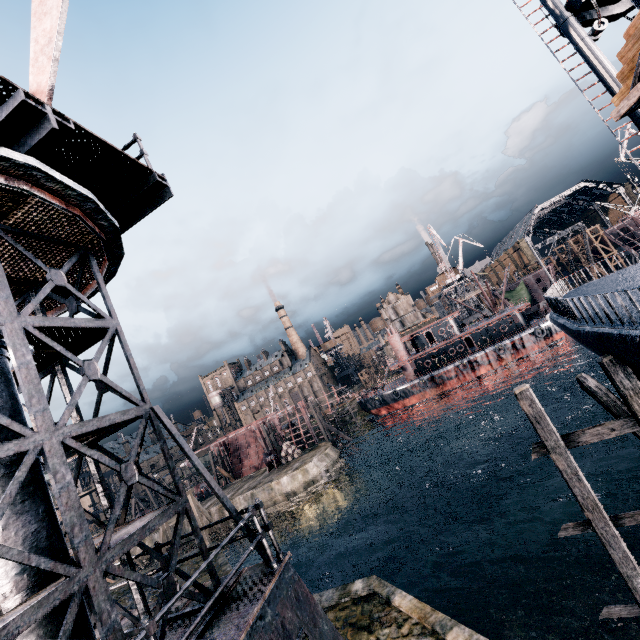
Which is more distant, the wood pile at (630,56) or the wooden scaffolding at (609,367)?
the wooden scaffolding at (609,367)

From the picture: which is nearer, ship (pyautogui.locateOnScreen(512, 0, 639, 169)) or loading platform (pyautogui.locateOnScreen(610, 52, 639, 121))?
loading platform (pyautogui.locateOnScreen(610, 52, 639, 121))

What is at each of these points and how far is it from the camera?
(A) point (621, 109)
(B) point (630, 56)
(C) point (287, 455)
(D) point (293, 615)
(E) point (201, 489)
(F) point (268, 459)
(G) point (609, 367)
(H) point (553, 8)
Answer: (A) loading platform, 5.2m
(B) wood pile, 5.4m
(C) wooden barrel, 47.5m
(D) crane, 6.0m
(E) pulley, 51.8m
(F) pulley, 47.5m
(G) wooden scaffolding, 10.0m
(H) ship, 11.2m

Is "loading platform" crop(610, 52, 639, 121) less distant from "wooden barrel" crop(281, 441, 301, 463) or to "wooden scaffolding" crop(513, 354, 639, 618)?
"wooden scaffolding" crop(513, 354, 639, 618)

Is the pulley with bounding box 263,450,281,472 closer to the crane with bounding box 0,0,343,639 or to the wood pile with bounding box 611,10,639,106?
the crane with bounding box 0,0,343,639

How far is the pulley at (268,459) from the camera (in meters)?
47.19

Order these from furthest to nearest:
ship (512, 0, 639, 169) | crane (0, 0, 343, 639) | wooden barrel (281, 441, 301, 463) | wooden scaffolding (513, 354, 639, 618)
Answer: wooden barrel (281, 441, 301, 463) → ship (512, 0, 639, 169) → wooden scaffolding (513, 354, 639, 618) → crane (0, 0, 343, 639)

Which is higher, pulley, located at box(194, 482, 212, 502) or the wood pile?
the wood pile
